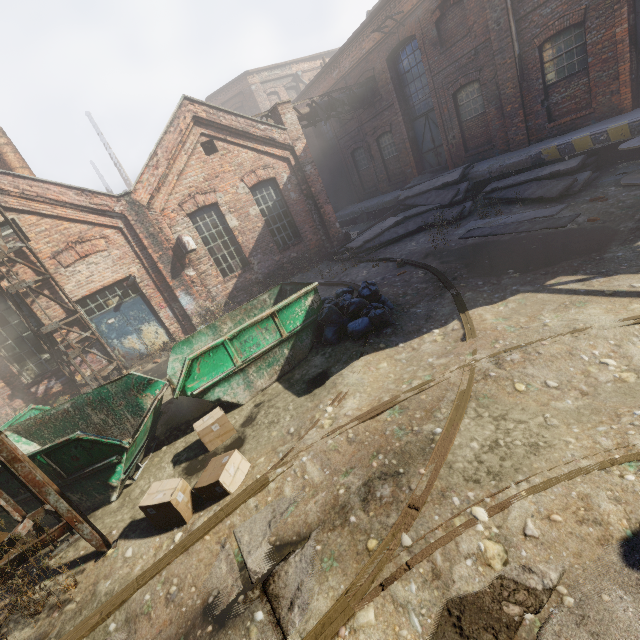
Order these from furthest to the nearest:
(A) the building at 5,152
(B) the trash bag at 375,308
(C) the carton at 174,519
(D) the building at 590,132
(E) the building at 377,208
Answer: (E) the building at 377,208, (A) the building at 5,152, (D) the building at 590,132, (B) the trash bag at 375,308, (C) the carton at 174,519

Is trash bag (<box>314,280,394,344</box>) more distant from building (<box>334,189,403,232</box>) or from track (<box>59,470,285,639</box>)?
building (<box>334,189,403,232</box>)

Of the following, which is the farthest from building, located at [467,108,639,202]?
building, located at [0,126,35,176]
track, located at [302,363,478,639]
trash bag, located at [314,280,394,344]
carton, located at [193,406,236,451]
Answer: building, located at [0,126,35,176]

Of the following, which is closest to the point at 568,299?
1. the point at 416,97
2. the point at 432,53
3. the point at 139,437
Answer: the point at 139,437

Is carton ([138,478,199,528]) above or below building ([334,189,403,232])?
below

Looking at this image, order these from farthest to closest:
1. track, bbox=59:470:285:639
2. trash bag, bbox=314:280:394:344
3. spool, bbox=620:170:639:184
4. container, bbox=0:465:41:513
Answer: spool, bbox=620:170:639:184 < trash bag, bbox=314:280:394:344 < container, bbox=0:465:41:513 < track, bbox=59:470:285:639

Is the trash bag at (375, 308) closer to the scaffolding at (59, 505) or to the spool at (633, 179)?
the scaffolding at (59, 505)

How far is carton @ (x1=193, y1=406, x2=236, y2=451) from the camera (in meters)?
5.25
